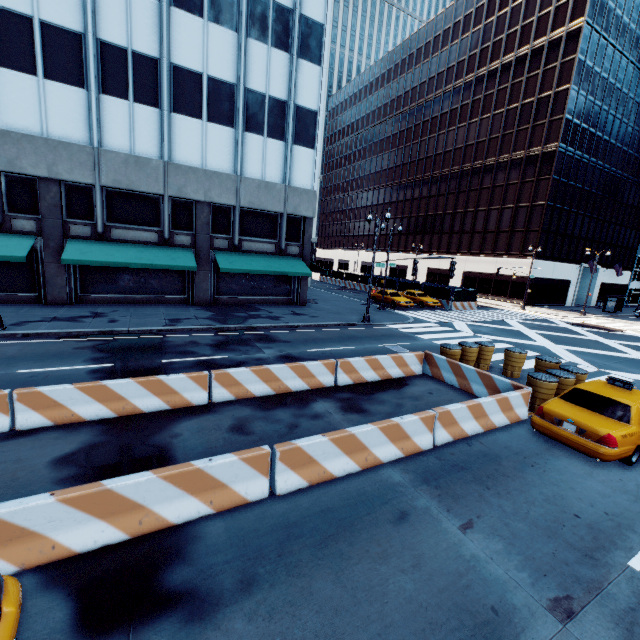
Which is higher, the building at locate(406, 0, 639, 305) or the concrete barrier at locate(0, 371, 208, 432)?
the building at locate(406, 0, 639, 305)

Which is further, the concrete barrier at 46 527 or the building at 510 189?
the building at 510 189

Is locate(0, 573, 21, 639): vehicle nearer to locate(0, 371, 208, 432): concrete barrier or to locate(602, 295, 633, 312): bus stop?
locate(0, 371, 208, 432): concrete barrier

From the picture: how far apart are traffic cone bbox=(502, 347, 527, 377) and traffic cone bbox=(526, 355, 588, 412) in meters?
1.9

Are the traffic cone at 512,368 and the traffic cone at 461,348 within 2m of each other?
yes

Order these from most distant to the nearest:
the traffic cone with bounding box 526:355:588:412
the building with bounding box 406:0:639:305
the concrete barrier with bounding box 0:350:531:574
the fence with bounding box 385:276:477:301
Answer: the building with bounding box 406:0:639:305, the fence with bounding box 385:276:477:301, the traffic cone with bounding box 526:355:588:412, the concrete barrier with bounding box 0:350:531:574

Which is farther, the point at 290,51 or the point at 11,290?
the point at 290,51

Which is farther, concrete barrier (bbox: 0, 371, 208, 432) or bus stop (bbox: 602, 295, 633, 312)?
bus stop (bbox: 602, 295, 633, 312)
